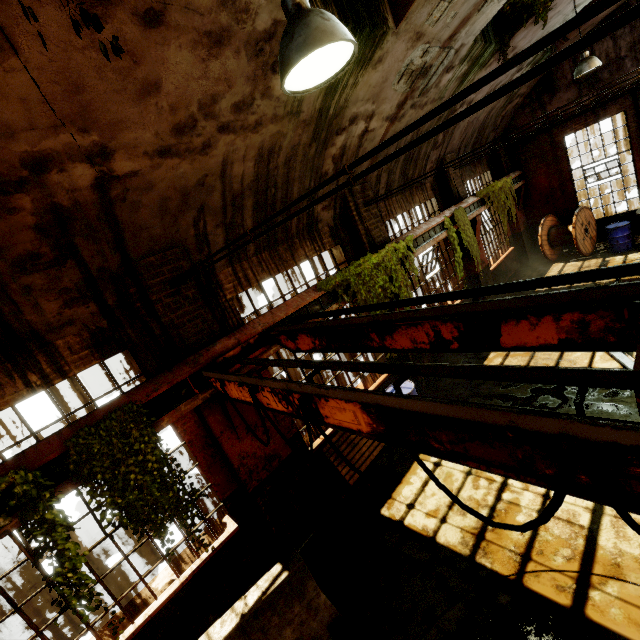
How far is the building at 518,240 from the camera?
11.2 meters

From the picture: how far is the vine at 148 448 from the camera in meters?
3.7

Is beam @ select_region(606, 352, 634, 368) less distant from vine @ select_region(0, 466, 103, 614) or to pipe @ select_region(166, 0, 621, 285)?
pipe @ select_region(166, 0, 621, 285)

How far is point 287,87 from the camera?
2.3 meters

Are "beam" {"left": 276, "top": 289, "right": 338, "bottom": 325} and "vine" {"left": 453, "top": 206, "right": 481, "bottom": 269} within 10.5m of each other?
yes

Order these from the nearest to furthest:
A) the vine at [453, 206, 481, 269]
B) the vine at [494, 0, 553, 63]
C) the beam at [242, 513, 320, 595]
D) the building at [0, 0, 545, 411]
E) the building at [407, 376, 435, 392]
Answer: the building at [0, 0, 545, 411] < the beam at [242, 513, 320, 595] < the vine at [494, 0, 553, 63] < the building at [407, 376, 435, 392] < the vine at [453, 206, 481, 269]

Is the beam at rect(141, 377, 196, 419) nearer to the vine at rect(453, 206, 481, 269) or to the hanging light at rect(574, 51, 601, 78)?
the vine at rect(453, 206, 481, 269)

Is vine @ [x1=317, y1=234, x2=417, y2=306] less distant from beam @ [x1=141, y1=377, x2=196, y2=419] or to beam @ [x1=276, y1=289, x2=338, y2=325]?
beam @ [x1=276, y1=289, x2=338, y2=325]
